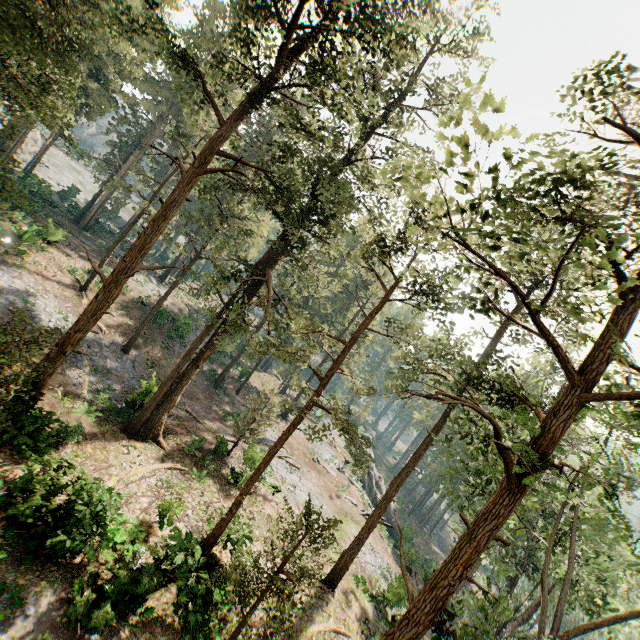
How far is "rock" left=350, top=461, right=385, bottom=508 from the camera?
44.2m

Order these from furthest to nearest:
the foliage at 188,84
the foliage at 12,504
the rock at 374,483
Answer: the rock at 374,483, the foliage at 12,504, the foliage at 188,84

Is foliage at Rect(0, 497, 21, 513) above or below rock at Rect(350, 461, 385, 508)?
above

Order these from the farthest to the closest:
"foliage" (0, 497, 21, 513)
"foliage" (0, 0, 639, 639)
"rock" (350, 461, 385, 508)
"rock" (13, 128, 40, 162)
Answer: "rock" (13, 128, 40, 162) < "rock" (350, 461, 385, 508) < "foliage" (0, 497, 21, 513) < "foliage" (0, 0, 639, 639)

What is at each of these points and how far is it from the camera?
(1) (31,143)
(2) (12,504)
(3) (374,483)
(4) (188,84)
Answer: (1) rock, 55.16m
(2) foliage, 12.78m
(3) rock, 45.47m
(4) foliage, 17.70m

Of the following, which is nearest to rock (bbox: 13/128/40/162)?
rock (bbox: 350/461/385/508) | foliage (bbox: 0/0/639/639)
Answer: foliage (bbox: 0/0/639/639)

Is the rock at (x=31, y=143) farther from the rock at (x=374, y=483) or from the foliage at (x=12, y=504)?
the rock at (x=374, y=483)

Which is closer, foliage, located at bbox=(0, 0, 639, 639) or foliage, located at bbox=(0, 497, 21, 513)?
foliage, located at bbox=(0, 0, 639, 639)
